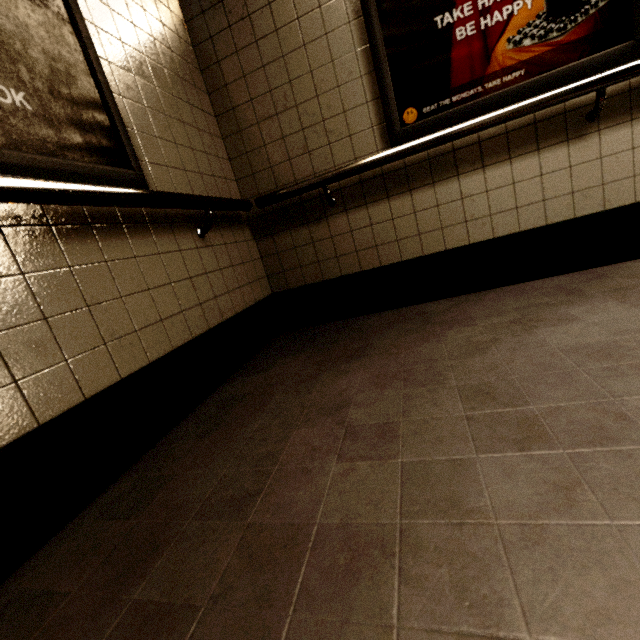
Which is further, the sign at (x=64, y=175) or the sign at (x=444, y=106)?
the sign at (x=444, y=106)

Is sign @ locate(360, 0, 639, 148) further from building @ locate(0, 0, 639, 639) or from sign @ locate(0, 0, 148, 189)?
sign @ locate(0, 0, 148, 189)

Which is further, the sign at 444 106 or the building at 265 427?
the sign at 444 106

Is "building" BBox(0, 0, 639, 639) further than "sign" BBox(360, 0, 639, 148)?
No

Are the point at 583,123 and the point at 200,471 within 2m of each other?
no

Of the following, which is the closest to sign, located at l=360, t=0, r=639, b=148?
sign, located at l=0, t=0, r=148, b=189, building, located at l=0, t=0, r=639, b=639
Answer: building, located at l=0, t=0, r=639, b=639
